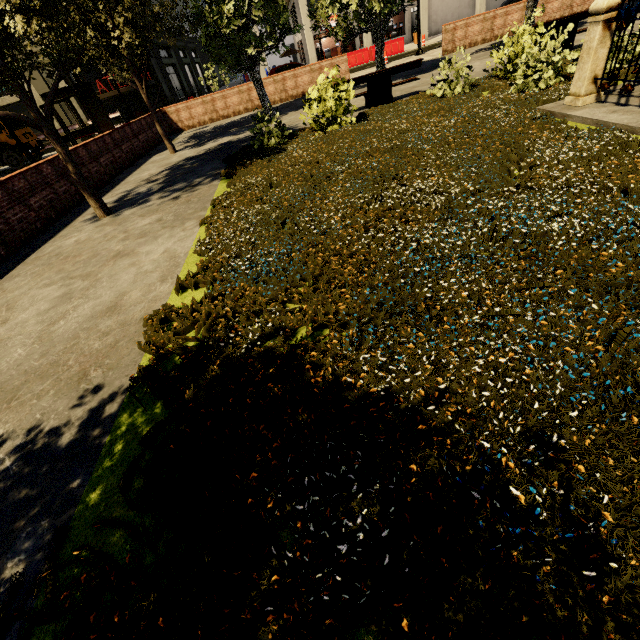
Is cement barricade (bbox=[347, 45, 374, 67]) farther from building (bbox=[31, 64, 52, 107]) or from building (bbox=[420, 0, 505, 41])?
building (bbox=[31, 64, 52, 107])

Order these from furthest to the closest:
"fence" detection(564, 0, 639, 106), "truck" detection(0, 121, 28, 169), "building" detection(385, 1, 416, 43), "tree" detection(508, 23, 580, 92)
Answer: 1. "building" detection(385, 1, 416, 43)
2. "truck" detection(0, 121, 28, 169)
3. "tree" detection(508, 23, 580, 92)
4. "fence" detection(564, 0, 639, 106)

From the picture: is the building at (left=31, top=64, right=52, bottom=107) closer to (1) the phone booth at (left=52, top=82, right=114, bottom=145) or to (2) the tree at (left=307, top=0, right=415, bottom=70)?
(2) the tree at (left=307, top=0, right=415, bottom=70)

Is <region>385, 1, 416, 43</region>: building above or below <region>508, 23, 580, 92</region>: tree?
above

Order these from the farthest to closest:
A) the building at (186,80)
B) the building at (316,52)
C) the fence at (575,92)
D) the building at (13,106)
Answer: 1. the building at (186,80)
2. the building at (316,52)
3. the building at (13,106)
4. the fence at (575,92)

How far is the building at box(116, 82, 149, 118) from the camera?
27.12m

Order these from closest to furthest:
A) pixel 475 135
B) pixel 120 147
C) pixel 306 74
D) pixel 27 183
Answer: pixel 475 135 → pixel 27 183 → pixel 120 147 → pixel 306 74

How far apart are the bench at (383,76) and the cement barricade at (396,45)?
19.0m
